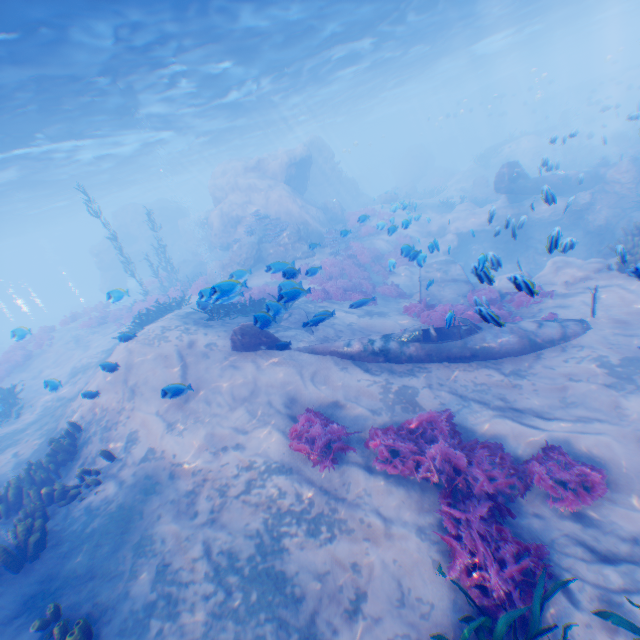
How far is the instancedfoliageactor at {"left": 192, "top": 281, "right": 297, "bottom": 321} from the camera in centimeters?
565cm

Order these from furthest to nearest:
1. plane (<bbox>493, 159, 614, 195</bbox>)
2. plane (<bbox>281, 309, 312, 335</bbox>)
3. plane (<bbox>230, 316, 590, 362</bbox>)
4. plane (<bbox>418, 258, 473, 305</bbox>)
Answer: plane (<bbox>493, 159, 614, 195</bbox>) → plane (<bbox>418, 258, 473, 305</bbox>) → plane (<bbox>281, 309, 312, 335</bbox>) → plane (<bbox>230, 316, 590, 362</bbox>)

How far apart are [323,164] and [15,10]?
26.4m

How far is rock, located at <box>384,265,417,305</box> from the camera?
15.3 meters

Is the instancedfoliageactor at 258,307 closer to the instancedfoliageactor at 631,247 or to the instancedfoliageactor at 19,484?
the instancedfoliageactor at 631,247

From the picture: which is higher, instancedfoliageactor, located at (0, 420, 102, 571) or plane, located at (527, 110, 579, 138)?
plane, located at (527, 110, 579, 138)

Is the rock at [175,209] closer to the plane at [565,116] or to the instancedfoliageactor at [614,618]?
the plane at [565,116]

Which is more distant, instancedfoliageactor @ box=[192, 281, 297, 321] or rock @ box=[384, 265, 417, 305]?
rock @ box=[384, 265, 417, 305]
